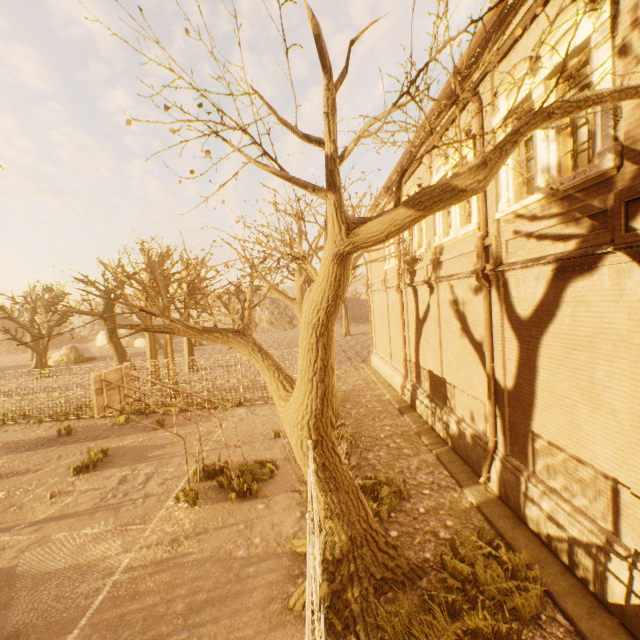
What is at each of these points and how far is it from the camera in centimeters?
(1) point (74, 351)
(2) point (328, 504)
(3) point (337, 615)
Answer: (1) rock, 4022cm
(2) tree, 620cm
(3) instancedfoliageactor, 550cm

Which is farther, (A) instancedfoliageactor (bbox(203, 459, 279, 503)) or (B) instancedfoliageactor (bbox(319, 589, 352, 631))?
(A) instancedfoliageactor (bbox(203, 459, 279, 503))

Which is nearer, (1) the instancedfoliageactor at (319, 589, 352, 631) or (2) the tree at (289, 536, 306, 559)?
(1) the instancedfoliageactor at (319, 589, 352, 631)

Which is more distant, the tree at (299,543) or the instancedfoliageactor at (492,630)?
the tree at (299,543)

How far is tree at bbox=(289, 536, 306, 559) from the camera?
6.9 meters

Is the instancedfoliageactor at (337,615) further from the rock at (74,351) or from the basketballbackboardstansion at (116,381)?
the rock at (74,351)

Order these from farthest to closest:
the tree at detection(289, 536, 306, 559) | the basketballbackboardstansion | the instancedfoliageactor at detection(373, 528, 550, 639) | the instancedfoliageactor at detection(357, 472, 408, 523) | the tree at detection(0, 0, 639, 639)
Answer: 1. the basketballbackboardstansion
2. the instancedfoliageactor at detection(357, 472, 408, 523)
3. the tree at detection(289, 536, 306, 559)
4. the instancedfoliageactor at detection(373, 528, 550, 639)
5. the tree at detection(0, 0, 639, 639)

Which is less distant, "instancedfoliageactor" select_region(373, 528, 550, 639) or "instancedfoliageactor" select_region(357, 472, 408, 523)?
"instancedfoliageactor" select_region(373, 528, 550, 639)
